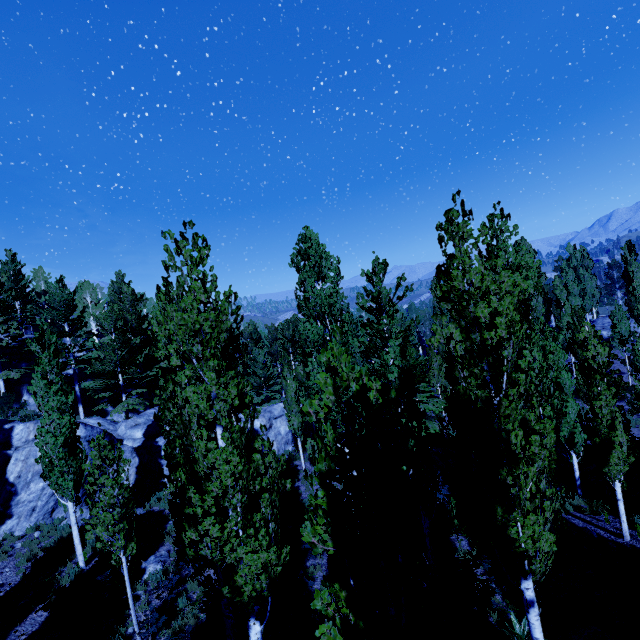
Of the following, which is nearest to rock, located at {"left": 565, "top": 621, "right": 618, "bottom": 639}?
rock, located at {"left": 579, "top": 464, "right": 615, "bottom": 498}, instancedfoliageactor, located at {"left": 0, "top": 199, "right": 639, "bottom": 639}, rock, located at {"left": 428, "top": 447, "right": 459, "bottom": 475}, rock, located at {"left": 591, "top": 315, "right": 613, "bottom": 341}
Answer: instancedfoliageactor, located at {"left": 0, "top": 199, "right": 639, "bottom": 639}

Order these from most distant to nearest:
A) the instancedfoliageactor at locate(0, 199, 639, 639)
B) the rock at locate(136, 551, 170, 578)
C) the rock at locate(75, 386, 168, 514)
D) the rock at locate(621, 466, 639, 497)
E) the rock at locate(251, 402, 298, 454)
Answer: the rock at locate(251, 402, 298, 454) → the rock at locate(75, 386, 168, 514) → the rock at locate(621, 466, 639, 497) → the rock at locate(136, 551, 170, 578) → the instancedfoliageactor at locate(0, 199, 639, 639)

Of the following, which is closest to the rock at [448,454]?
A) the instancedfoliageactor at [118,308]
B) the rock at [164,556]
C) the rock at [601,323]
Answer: the instancedfoliageactor at [118,308]

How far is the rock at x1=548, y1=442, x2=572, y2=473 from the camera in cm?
1816

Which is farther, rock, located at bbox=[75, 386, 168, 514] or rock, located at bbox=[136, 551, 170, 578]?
rock, located at bbox=[75, 386, 168, 514]

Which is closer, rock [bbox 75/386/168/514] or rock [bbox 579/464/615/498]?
rock [bbox 579/464/615/498]

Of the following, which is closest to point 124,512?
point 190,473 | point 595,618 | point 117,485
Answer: point 117,485

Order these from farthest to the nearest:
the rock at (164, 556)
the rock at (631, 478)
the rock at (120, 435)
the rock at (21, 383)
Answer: the rock at (21, 383), the rock at (120, 435), the rock at (631, 478), the rock at (164, 556)
